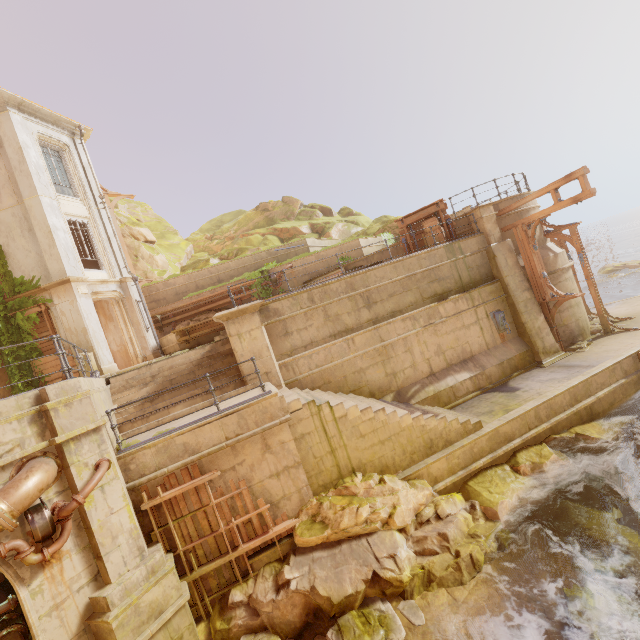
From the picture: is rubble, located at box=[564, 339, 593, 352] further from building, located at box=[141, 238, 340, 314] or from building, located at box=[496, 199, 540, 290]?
building, located at box=[141, 238, 340, 314]

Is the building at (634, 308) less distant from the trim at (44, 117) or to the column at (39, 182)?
the column at (39, 182)

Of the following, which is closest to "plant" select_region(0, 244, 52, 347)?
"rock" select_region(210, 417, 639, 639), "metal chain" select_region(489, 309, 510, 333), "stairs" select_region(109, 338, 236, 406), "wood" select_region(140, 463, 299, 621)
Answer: "stairs" select_region(109, 338, 236, 406)

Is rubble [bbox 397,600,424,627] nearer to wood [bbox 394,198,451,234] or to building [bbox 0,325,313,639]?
building [bbox 0,325,313,639]

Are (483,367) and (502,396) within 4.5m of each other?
yes

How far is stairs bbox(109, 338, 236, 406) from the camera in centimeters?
→ 1055cm

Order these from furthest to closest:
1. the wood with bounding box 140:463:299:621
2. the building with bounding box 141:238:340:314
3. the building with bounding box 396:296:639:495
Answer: the building with bounding box 141:238:340:314 < the building with bounding box 396:296:639:495 < the wood with bounding box 140:463:299:621

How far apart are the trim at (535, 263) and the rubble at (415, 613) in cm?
1186
